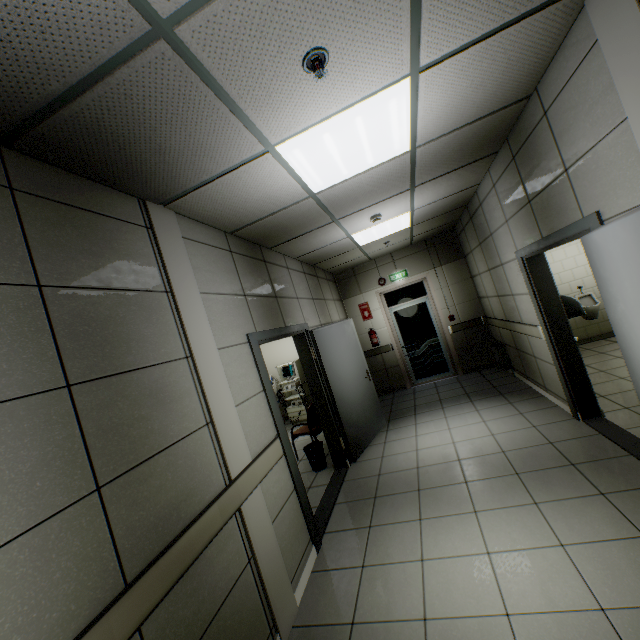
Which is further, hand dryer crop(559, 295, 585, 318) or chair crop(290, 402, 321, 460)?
chair crop(290, 402, 321, 460)

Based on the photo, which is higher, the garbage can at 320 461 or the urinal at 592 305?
the urinal at 592 305

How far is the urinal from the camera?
6.52m

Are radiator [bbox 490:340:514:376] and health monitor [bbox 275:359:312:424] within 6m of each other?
yes

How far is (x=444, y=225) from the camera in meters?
6.6 m

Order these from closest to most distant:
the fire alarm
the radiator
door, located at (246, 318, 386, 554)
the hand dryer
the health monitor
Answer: the fire alarm
door, located at (246, 318, 386, 554)
the hand dryer
the radiator
the health monitor

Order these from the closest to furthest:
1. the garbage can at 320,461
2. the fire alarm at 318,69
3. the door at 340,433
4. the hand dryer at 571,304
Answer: the fire alarm at 318,69, the door at 340,433, the hand dryer at 571,304, the garbage can at 320,461

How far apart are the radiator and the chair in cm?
364
